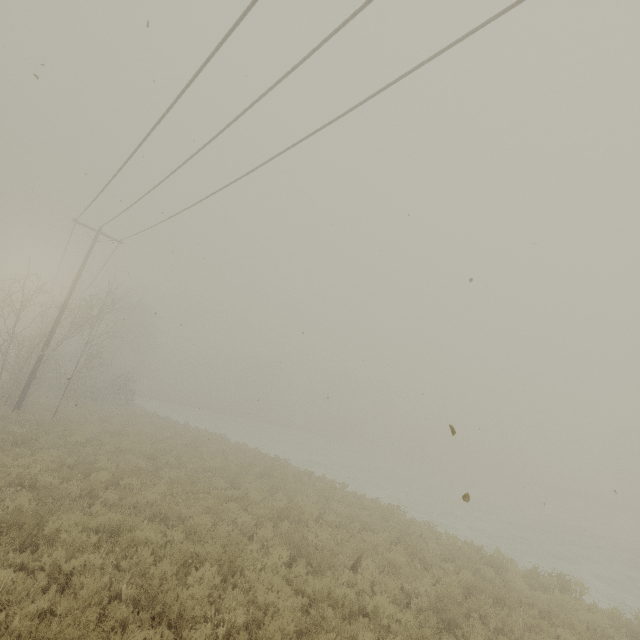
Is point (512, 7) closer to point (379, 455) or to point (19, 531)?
point (19, 531)
